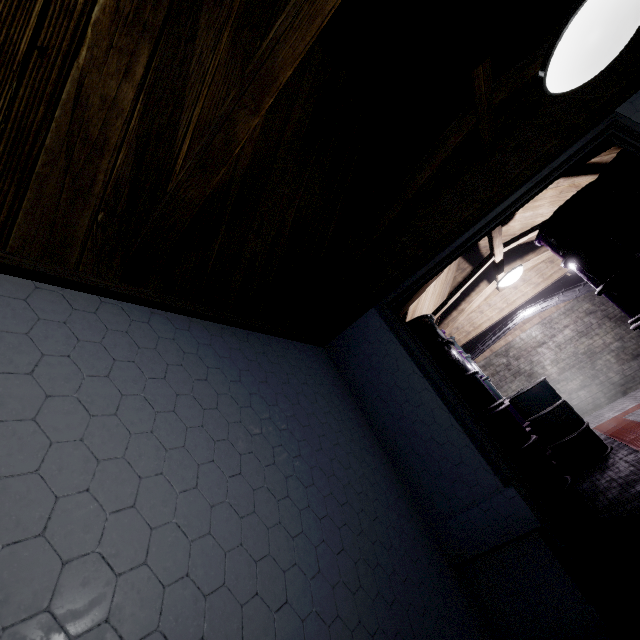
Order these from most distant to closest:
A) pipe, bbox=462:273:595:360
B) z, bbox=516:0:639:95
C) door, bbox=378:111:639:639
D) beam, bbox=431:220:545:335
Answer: pipe, bbox=462:273:595:360 → beam, bbox=431:220:545:335 → door, bbox=378:111:639:639 → z, bbox=516:0:639:95

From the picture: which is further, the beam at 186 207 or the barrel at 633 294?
the barrel at 633 294

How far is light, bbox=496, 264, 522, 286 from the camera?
3.7m

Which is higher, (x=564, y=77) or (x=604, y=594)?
(x=564, y=77)

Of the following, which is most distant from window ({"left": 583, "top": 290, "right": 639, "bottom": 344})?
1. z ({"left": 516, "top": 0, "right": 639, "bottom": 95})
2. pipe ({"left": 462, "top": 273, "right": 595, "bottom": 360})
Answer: z ({"left": 516, "top": 0, "right": 639, "bottom": 95})

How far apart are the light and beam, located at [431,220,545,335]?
0.2 meters

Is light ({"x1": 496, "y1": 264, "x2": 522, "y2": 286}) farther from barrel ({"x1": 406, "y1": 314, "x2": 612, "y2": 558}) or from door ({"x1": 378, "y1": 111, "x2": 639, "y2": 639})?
door ({"x1": 378, "y1": 111, "x2": 639, "y2": 639})

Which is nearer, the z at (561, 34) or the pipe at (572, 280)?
the z at (561, 34)
